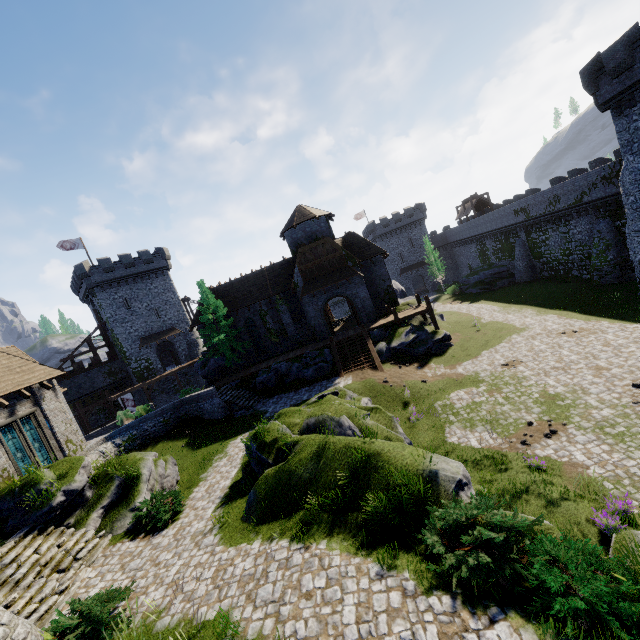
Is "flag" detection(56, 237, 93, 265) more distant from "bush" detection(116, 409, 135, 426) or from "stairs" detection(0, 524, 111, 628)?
"stairs" detection(0, 524, 111, 628)

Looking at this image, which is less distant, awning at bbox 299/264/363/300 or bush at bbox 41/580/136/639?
bush at bbox 41/580/136/639

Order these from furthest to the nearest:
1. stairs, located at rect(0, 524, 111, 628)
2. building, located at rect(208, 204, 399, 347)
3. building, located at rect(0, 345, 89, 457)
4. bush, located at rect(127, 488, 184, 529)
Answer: building, located at rect(208, 204, 399, 347) → building, located at rect(0, 345, 89, 457) → bush, located at rect(127, 488, 184, 529) → stairs, located at rect(0, 524, 111, 628)

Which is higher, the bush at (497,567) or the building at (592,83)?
the building at (592,83)

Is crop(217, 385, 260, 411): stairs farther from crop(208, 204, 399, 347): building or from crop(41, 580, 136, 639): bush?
crop(41, 580, 136, 639): bush

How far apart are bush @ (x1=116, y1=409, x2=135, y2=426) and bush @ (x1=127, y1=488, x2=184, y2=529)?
19.61m

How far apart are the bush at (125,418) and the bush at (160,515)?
19.61m

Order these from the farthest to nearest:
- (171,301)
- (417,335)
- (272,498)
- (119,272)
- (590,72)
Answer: (171,301) < (119,272) < (417,335) < (590,72) < (272,498)
